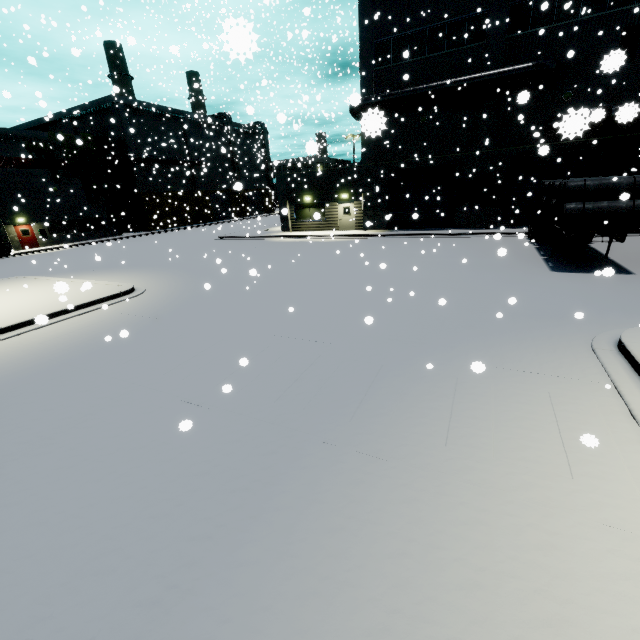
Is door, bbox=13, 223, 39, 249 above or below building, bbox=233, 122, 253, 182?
below

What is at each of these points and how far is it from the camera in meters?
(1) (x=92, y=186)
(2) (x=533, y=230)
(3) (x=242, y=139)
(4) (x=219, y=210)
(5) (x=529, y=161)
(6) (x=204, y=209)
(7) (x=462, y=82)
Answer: (1) tree, 37.0
(2) semi trailer, 17.2
(3) building, 58.8
(4) roll-up door, 55.9
(5) roll-up door, 20.7
(6) building, 51.9
(7) vent duct, 19.6

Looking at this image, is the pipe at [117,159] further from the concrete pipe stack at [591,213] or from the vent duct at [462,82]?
the concrete pipe stack at [591,213]

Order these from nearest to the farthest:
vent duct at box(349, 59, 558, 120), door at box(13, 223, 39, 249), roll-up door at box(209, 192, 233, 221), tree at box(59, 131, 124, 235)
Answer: vent duct at box(349, 59, 558, 120) < door at box(13, 223, 39, 249) < tree at box(59, 131, 124, 235) < roll-up door at box(209, 192, 233, 221)

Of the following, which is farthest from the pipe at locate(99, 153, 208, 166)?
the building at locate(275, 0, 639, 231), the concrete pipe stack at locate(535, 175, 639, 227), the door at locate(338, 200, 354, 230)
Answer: the concrete pipe stack at locate(535, 175, 639, 227)

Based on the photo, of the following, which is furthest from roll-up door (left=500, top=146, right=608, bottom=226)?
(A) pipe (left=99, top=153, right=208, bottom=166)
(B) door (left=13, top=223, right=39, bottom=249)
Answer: (B) door (left=13, top=223, right=39, bottom=249)

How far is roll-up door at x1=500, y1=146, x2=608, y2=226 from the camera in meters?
19.4 m

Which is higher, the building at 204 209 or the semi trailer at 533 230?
the building at 204 209
